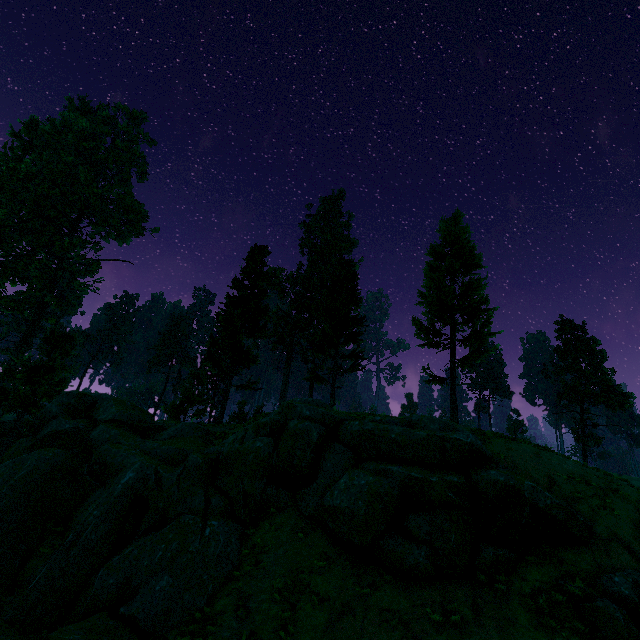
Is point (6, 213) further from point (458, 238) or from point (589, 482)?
point (589, 482)

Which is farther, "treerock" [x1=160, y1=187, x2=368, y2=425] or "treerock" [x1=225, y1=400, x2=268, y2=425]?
"treerock" [x1=160, y1=187, x2=368, y2=425]

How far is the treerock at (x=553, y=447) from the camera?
14.3m

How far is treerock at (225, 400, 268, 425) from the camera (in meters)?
21.91

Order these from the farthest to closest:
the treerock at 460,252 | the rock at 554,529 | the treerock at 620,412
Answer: the treerock at 620,412
the treerock at 460,252
the rock at 554,529

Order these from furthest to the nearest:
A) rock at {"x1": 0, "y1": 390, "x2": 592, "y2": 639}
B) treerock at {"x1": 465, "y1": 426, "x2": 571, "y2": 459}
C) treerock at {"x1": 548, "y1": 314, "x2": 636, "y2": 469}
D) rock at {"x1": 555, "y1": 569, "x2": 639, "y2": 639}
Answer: treerock at {"x1": 548, "y1": 314, "x2": 636, "y2": 469} → treerock at {"x1": 465, "y1": 426, "x2": 571, "y2": 459} → rock at {"x1": 0, "y1": 390, "x2": 592, "y2": 639} → rock at {"x1": 555, "y1": 569, "x2": 639, "y2": 639}
